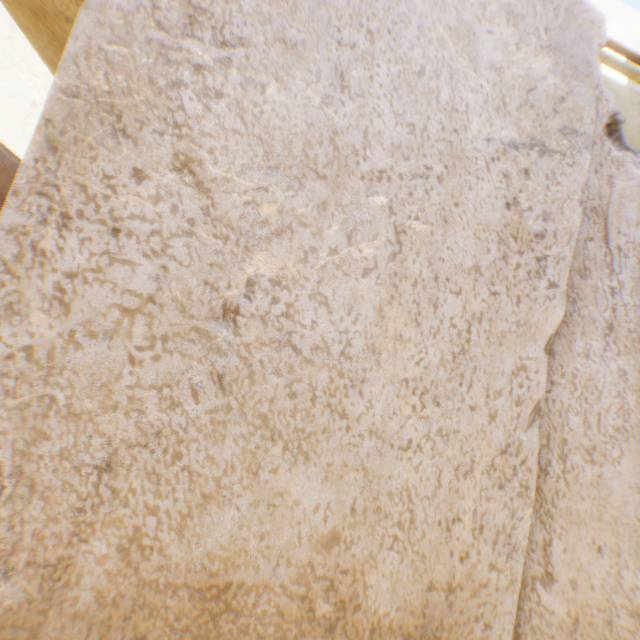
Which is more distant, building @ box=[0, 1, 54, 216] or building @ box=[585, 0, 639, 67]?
building @ box=[0, 1, 54, 216]

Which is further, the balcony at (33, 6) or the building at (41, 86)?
the building at (41, 86)

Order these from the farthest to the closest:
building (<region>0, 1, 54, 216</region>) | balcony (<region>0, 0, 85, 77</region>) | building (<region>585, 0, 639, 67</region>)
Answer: building (<region>0, 1, 54, 216</region>) → building (<region>585, 0, 639, 67</region>) → balcony (<region>0, 0, 85, 77</region>)

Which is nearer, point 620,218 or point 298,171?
point 298,171

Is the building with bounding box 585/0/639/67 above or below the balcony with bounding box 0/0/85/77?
above

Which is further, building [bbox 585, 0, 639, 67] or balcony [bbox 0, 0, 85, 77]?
building [bbox 585, 0, 639, 67]

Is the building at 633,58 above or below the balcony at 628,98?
above
